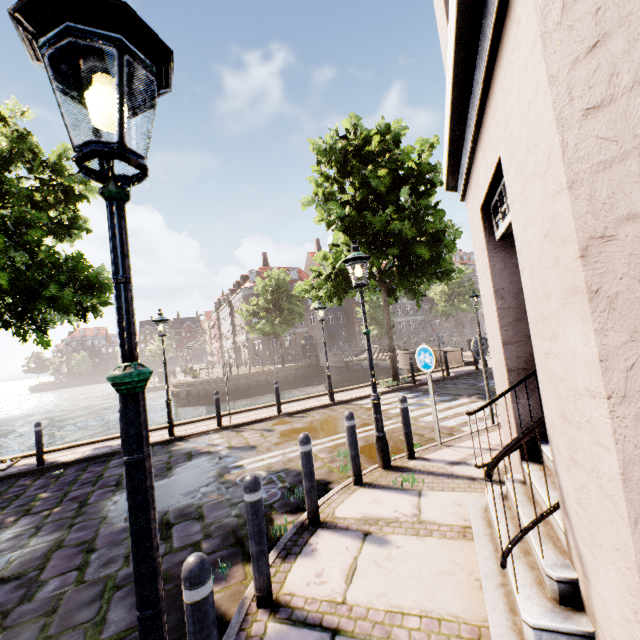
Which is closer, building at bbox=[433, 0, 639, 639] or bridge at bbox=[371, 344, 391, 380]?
building at bbox=[433, 0, 639, 639]

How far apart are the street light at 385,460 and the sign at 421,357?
1.3 meters

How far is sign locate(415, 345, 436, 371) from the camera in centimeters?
612cm

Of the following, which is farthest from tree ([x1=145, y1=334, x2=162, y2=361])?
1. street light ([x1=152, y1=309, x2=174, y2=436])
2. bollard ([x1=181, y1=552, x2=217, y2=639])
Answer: bollard ([x1=181, y1=552, x2=217, y2=639])

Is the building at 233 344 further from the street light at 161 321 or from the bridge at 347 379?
the street light at 161 321

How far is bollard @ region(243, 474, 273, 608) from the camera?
2.86m

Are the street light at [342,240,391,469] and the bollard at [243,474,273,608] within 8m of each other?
yes

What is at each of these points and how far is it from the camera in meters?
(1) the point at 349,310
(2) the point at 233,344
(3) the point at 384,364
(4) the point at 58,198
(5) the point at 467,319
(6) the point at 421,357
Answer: (1) building, 50.5
(2) building, 51.6
(3) bridge, 26.2
(4) tree, 10.2
(5) building, 59.8
(6) sign, 6.4
